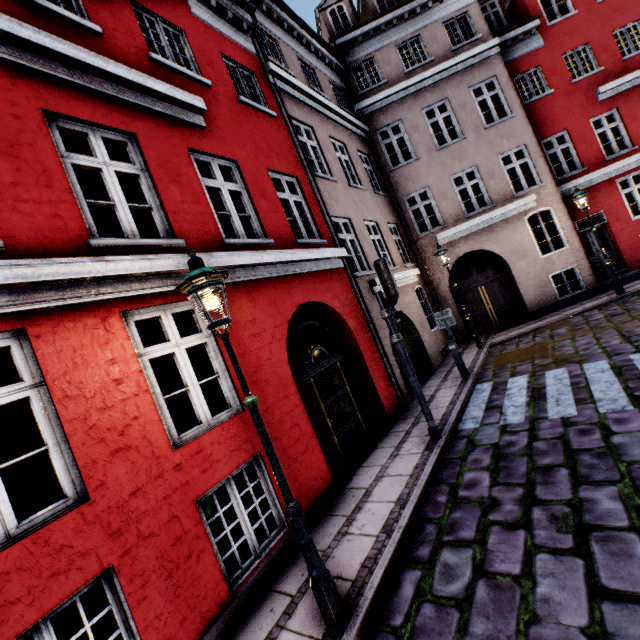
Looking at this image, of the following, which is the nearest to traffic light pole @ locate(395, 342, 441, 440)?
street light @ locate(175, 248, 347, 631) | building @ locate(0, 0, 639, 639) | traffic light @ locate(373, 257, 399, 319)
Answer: traffic light @ locate(373, 257, 399, 319)

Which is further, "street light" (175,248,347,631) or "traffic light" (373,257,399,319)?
"traffic light" (373,257,399,319)

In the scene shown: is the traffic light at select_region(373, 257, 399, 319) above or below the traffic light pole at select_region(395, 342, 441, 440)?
above

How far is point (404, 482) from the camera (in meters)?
5.08

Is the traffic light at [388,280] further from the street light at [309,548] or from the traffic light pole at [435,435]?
the street light at [309,548]

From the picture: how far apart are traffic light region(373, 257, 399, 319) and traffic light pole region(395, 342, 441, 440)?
0.5m

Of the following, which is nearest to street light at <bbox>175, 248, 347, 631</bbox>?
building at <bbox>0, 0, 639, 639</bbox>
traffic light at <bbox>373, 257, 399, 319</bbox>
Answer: building at <bbox>0, 0, 639, 639</bbox>
